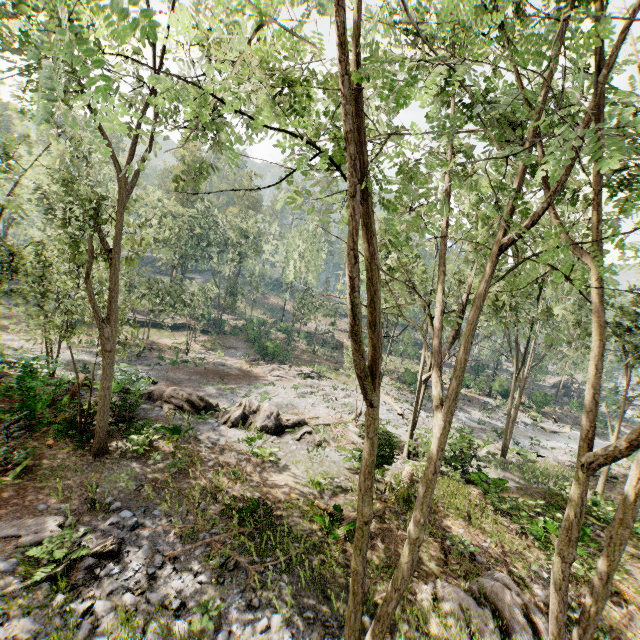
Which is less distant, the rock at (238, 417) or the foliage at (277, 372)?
the rock at (238, 417)

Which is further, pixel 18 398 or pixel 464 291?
pixel 464 291

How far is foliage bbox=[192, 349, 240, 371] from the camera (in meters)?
36.34

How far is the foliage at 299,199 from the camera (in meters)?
6.06

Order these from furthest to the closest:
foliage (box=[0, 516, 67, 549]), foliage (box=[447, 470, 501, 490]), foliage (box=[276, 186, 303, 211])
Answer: foliage (box=[447, 470, 501, 490]) < foliage (box=[0, 516, 67, 549]) < foliage (box=[276, 186, 303, 211])

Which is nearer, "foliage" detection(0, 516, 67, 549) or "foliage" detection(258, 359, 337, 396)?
"foliage" detection(0, 516, 67, 549)

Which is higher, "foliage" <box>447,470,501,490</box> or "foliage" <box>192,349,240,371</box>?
"foliage" <box>447,470,501,490</box>
